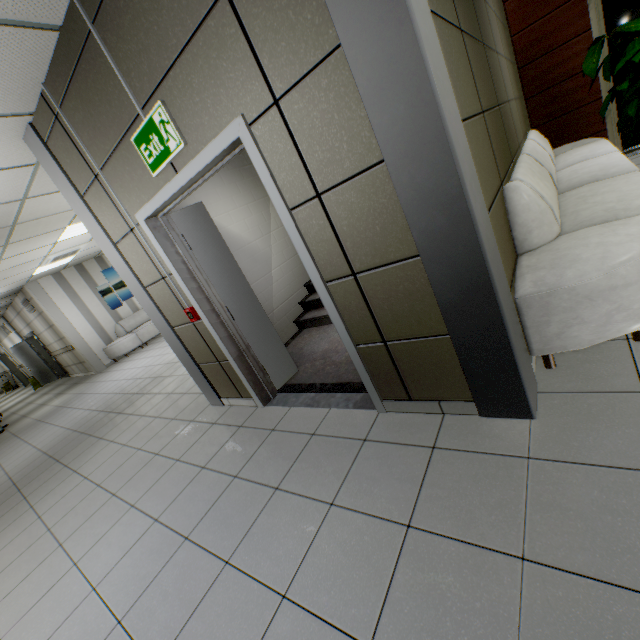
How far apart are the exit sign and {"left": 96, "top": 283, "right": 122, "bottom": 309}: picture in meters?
10.4

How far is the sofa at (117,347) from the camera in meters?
10.4

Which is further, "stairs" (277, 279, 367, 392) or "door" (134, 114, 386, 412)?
"stairs" (277, 279, 367, 392)

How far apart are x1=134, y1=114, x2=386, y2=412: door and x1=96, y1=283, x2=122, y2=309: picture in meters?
9.9

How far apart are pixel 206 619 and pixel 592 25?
8.3 meters

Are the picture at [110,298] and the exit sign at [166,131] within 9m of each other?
no

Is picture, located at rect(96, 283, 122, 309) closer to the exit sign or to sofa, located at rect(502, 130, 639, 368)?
Result: the exit sign

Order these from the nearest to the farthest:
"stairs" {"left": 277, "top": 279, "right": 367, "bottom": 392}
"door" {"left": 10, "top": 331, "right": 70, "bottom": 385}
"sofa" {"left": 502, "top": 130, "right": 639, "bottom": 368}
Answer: "sofa" {"left": 502, "top": 130, "right": 639, "bottom": 368}, "stairs" {"left": 277, "top": 279, "right": 367, "bottom": 392}, "door" {"left": 10, "top": 331, "right": 70, "bottom": 385}
